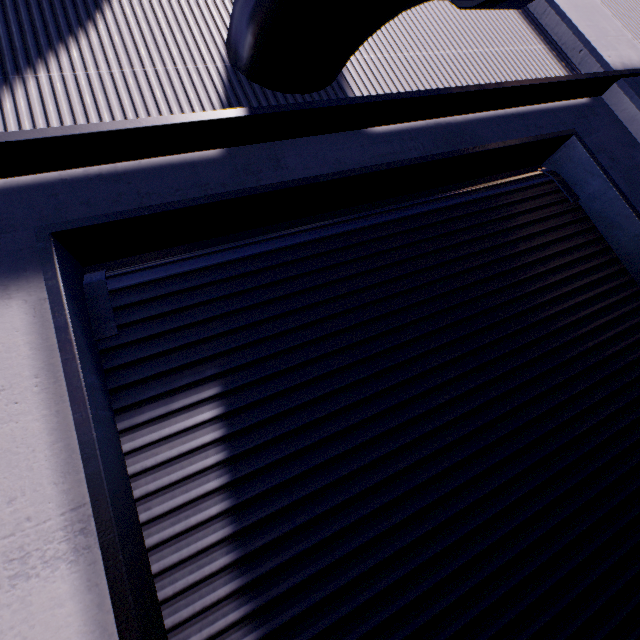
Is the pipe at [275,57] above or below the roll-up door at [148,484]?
above

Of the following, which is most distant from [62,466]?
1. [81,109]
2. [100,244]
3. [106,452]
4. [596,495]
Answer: [596,495]

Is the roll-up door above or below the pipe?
below

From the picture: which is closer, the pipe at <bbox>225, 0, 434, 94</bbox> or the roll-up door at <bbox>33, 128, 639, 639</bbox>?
the roll-up door at <bbox>33, 128, 639, 639</bbox>

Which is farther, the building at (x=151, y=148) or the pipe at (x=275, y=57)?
the pipe at (x=275, y=57)

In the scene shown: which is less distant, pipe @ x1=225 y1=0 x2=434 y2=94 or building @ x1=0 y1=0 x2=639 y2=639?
building @ x1=0 y1=0 x2=639 y2=639
